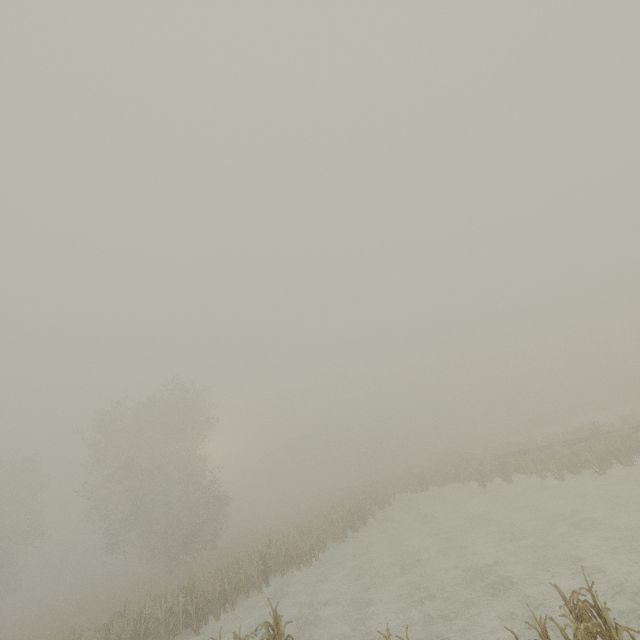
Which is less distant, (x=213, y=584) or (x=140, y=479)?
(x=213, y=584)
